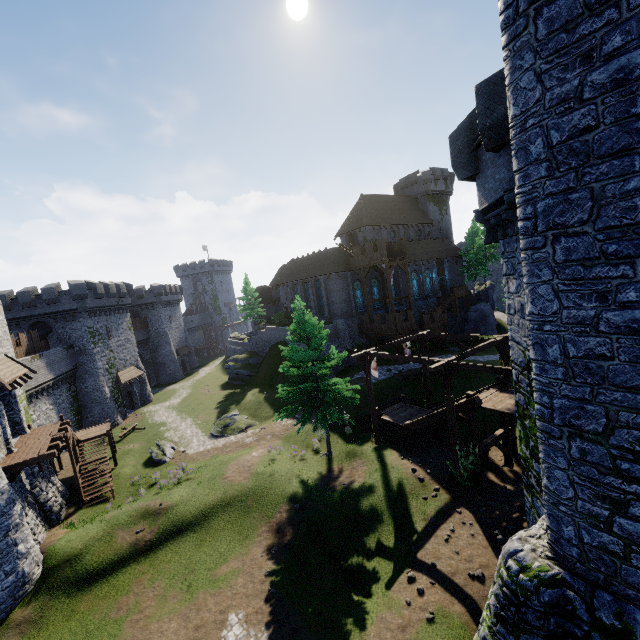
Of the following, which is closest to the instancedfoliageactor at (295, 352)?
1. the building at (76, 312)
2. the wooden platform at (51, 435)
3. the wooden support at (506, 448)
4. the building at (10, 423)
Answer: the wooden support at (506, 448)

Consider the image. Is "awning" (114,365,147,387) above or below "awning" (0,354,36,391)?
below

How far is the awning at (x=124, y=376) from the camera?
39.7m

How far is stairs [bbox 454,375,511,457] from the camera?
16.73m

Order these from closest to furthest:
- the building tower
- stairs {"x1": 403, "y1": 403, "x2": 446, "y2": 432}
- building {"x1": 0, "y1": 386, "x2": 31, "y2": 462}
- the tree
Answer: the building tower
building {"x1": 0, "y1": 386, "x2": 31, "y2": 462}
stairs {"x1": 403, "y1": 403, "x2": 446, "y2": 432}
the tree

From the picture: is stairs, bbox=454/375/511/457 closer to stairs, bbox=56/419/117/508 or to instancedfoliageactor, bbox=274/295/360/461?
instancedfoliageactor, bbox=274/295/360/461

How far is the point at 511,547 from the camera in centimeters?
713cm

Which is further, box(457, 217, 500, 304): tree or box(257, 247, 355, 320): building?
box(457, 217, 500, 304): tree
